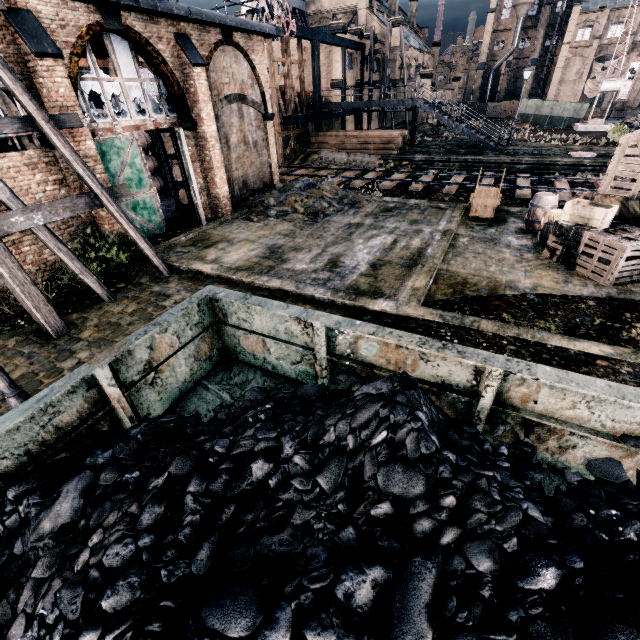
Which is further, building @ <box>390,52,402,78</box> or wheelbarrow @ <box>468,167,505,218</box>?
building @ <box>390,52,402,78</box>

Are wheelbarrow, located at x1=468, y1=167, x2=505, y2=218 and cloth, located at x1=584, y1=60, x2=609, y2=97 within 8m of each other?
no

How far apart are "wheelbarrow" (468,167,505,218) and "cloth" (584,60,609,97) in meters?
69.7 m

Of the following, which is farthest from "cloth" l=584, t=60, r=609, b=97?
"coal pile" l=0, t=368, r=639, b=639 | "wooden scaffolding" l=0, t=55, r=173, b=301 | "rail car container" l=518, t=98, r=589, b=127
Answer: "coal pile" l=0, t=368, r=639, b=639

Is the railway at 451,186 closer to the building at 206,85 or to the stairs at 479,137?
the building at 206,85

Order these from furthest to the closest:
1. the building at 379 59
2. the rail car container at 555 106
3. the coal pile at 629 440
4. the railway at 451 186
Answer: the rail car container at 555 106, the building at 379 59, the railway at 451 186, the coal pile at 629 440

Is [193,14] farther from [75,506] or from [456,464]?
[456,464]

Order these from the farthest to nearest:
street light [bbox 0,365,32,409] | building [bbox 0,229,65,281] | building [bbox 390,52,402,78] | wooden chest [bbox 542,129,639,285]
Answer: building [bbox 390,52,402,78] → building [bbox 0,229,65,281] → wooden chest [bbox 542,129,639,285] → street light [bbox 0,365,32,409]
